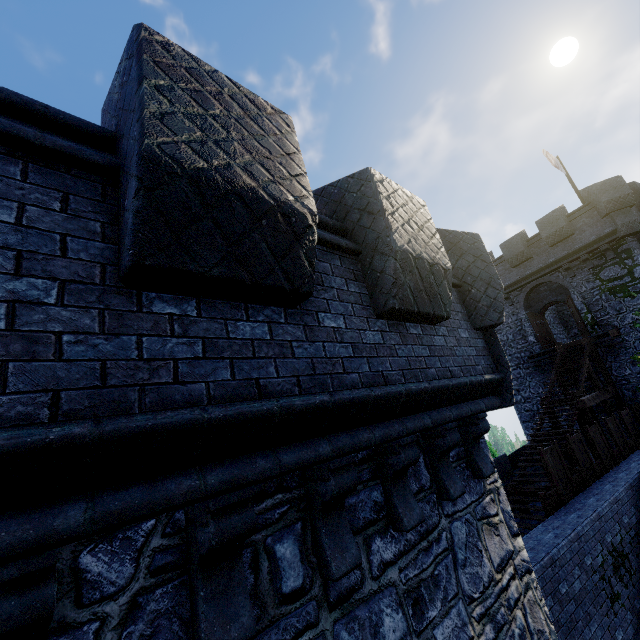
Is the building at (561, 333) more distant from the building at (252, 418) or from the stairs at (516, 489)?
the building at (252, 418)

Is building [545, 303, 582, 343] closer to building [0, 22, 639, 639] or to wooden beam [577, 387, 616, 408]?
Answer: wooden beam [577, 387, 616, 408]

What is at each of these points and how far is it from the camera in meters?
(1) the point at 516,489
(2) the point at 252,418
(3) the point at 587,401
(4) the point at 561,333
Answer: (1) stairs, 12.7 m
(2) building, 2.1 m
(3) wooden beam, 13.7 m
(4) building, 25.8 m

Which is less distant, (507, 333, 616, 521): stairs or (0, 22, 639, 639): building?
(0, 22, 639, 639): building

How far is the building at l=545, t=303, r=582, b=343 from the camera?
25.5 meters

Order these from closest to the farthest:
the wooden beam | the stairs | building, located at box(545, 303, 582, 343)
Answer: the stairs, the wooden beam, building, located at box(545, 303, 582, 343)

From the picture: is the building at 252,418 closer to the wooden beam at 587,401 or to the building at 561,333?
the wooden beam at 587,401

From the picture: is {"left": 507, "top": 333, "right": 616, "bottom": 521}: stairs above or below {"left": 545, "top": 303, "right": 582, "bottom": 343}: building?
below
